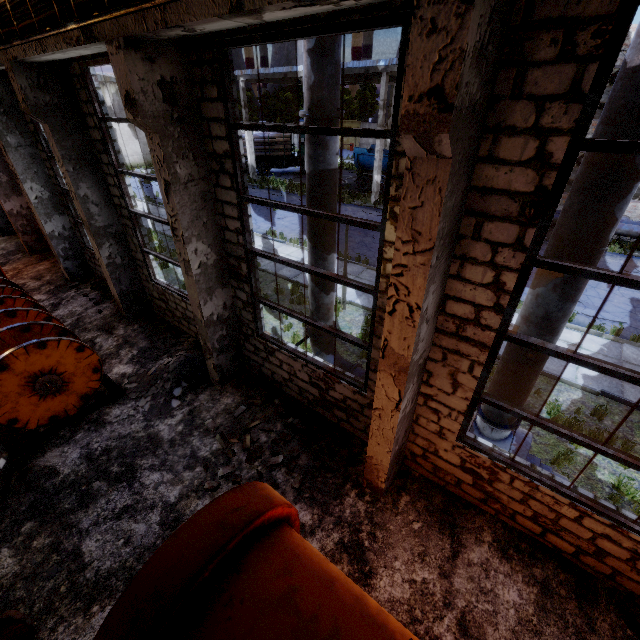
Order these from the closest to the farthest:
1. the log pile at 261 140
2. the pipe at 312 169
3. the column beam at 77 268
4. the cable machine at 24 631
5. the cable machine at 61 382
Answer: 1. the cable machine at 24 631
2. the pipe at 312 169
3. the cable machine at 61 382
4. the column beam at 77 268
5. the log pile at 261 140

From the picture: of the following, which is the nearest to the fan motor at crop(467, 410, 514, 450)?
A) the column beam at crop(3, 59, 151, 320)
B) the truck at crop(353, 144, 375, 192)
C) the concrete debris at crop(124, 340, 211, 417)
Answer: → the concrete debris at crop(124, 340, 211, 417)

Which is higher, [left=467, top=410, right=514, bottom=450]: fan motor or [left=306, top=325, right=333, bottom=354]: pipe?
[left=306, top=325, right=333, bottom=354]: pipe

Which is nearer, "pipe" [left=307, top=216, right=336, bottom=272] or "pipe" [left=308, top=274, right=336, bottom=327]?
"pipe" [left=307, top=216, right=336, bottom=272]

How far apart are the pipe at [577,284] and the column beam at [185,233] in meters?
5.3

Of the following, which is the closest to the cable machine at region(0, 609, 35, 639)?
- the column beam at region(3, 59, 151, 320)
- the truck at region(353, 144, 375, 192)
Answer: the column beam at region(3, 59, 151, 320)

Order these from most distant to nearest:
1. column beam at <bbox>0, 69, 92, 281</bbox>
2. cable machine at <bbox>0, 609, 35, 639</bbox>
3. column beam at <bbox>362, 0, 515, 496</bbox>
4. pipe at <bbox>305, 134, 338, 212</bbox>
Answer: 1. column beam at <bbox>0, 69, 92, 281</bbox>
2. pipe at <bbox>305, 134, 338, 212</bbox>
3. cable machine at <bbox>0, 609, 35, 639</bbox>
4. column beam at <bbox>362, 0, 515, 496</bbox>

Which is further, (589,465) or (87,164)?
(87,164)
